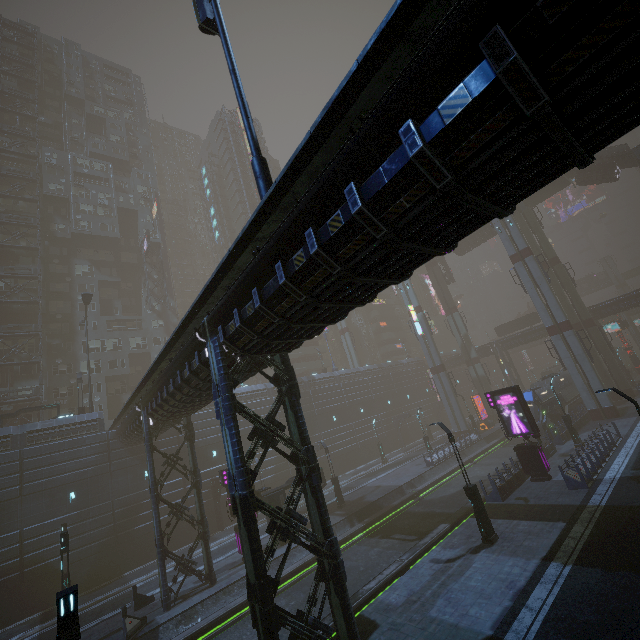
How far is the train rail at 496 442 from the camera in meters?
28.1 m

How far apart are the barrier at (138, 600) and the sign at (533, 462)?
24.8m

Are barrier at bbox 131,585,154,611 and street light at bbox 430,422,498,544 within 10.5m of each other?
no

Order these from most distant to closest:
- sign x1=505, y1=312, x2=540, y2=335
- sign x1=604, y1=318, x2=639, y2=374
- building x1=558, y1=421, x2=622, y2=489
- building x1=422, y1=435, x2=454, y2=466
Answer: sign x1=505, y1=312, x2=540, y2=335, sign x1=604, y1=318, x2=639, y2=374, building x1=422, y1=435, x2=454, y2=466, building x1=558, y1=421, x2=622, y2=489

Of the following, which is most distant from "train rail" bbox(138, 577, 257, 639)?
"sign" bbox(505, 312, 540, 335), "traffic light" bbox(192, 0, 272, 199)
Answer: "traffic light" bbox(192, 0, 272, 199)

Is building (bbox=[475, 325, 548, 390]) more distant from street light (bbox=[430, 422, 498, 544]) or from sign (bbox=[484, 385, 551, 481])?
street light (bbox=[430, 422, 498, 544])

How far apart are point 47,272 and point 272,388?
35.76m

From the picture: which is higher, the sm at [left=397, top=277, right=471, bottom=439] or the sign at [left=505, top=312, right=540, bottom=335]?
the sign at [left=505, top=312, right=540, bottom=335]
